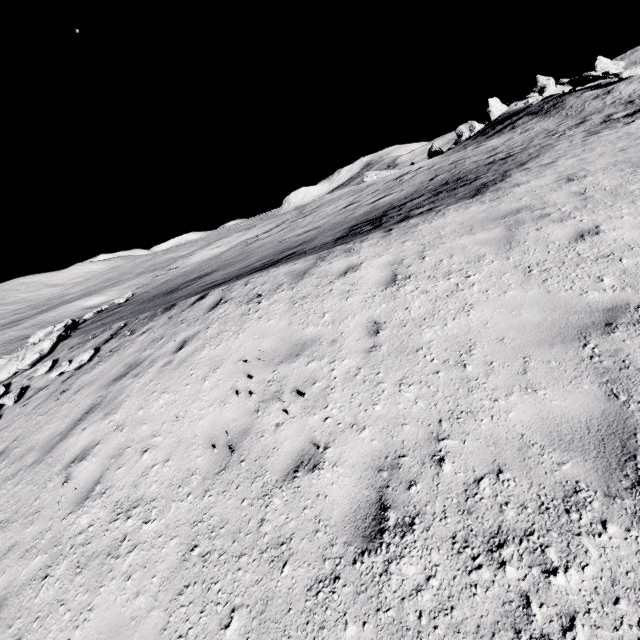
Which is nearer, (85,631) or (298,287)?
(85,631)

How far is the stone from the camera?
44.22m

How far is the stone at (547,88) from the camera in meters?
44.2 m
